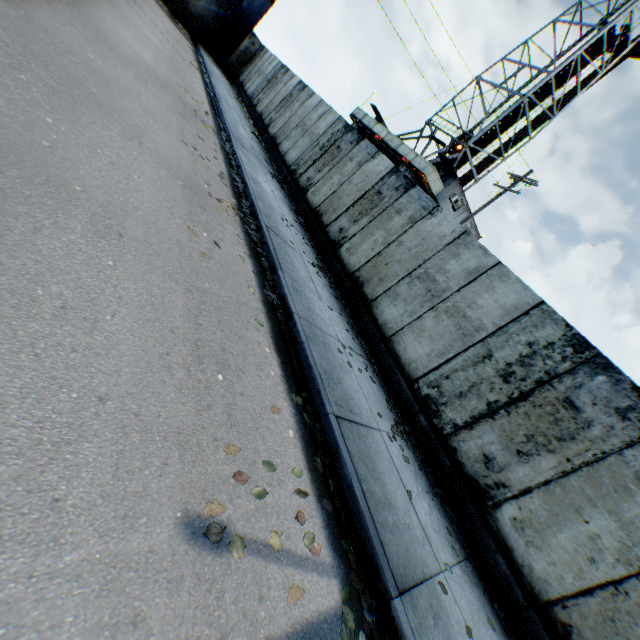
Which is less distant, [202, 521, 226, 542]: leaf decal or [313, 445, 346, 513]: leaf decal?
[202, 521, 226, 542]: leaf decal

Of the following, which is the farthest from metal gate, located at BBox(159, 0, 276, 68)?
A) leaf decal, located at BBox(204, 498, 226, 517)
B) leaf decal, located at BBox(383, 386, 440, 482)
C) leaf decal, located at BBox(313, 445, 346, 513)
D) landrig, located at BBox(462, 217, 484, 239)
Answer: leaf decal, located at BBox(204, 498, 226, 517)

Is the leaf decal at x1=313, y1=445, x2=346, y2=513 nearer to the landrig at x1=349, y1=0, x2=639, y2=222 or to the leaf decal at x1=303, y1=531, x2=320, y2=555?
the leaf decal at x1=303, y1=531, x2=320, y2=555

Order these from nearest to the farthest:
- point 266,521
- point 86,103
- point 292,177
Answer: point 266,521
point 86,103
point 292,177

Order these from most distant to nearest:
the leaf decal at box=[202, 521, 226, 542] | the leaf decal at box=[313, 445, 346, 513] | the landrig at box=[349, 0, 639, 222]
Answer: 1. the landrig at box=[349, 0, 639, 222]
2. the leaf decal at box=[313, 445, 346, 513]
3. the leaf decal at box=[202, 521, 226, 542]

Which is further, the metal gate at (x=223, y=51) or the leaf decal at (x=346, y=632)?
the metal gate at (x=223, y=51)

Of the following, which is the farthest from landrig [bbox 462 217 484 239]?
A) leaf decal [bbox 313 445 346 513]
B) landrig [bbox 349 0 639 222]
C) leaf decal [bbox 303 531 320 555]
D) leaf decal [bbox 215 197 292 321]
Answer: leaf decal [bbox 303 531 320 555]

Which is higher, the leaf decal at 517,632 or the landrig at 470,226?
the landrig at 470,226
